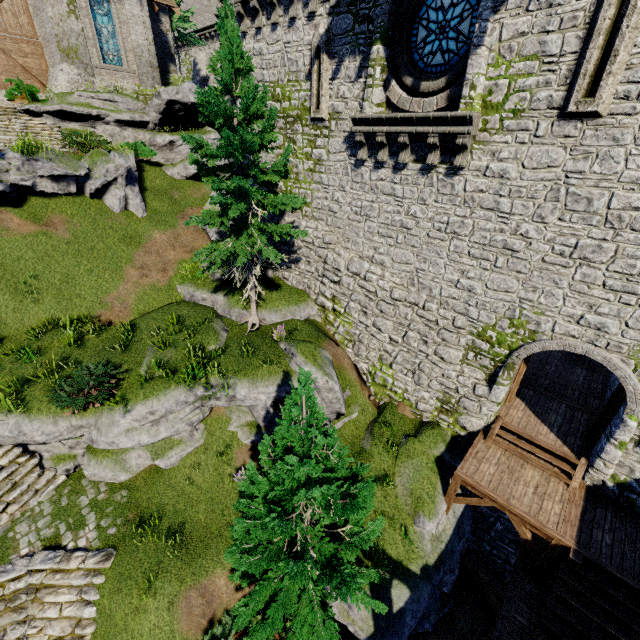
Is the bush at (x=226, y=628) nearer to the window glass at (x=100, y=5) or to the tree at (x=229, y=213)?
the tree at (x=229, y=213)

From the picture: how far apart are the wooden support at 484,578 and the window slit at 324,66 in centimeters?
1692cm

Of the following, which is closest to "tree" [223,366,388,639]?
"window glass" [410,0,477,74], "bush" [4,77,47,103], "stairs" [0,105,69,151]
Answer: "window glass" [410,0,477,74]

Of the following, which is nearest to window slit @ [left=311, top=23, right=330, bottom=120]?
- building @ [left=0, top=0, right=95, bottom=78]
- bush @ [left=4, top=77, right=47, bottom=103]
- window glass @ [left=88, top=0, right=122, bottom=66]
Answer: building @ [left=0, top=0, right=95, bottom=78]

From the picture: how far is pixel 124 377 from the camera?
11.2 meters

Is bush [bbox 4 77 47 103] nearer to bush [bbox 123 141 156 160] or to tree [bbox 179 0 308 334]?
bush [bbox 123 141 156 160]

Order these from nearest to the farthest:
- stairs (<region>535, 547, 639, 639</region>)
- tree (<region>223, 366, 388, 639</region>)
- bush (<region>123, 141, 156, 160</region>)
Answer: tree (<region>223, 366, 388, 639</region>) < stairs (<region>535, 547, 639, 639</region>) < bush (<region>123, 141, 156, 160</region>)

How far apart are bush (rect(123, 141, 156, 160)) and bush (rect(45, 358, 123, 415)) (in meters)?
14.83
